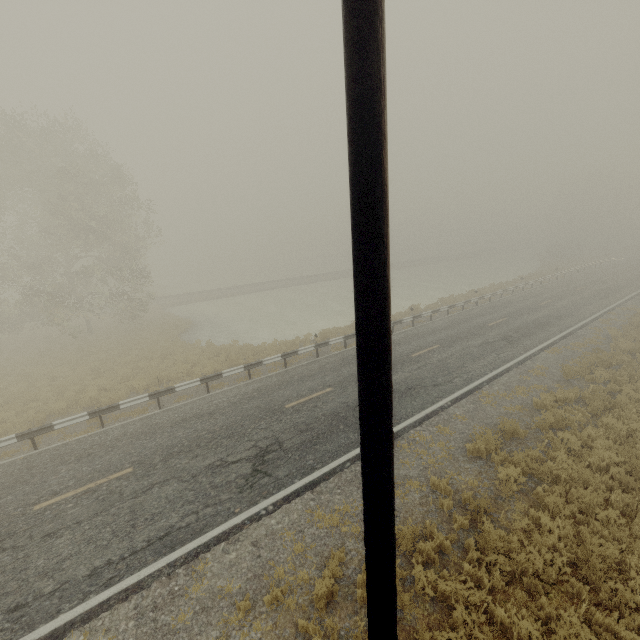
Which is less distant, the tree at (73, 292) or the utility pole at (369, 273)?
the utility pole at (369, 273)

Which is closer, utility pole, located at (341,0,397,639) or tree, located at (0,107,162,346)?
utility pole, located at (341,0,397,639)

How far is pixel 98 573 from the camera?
6.45m
